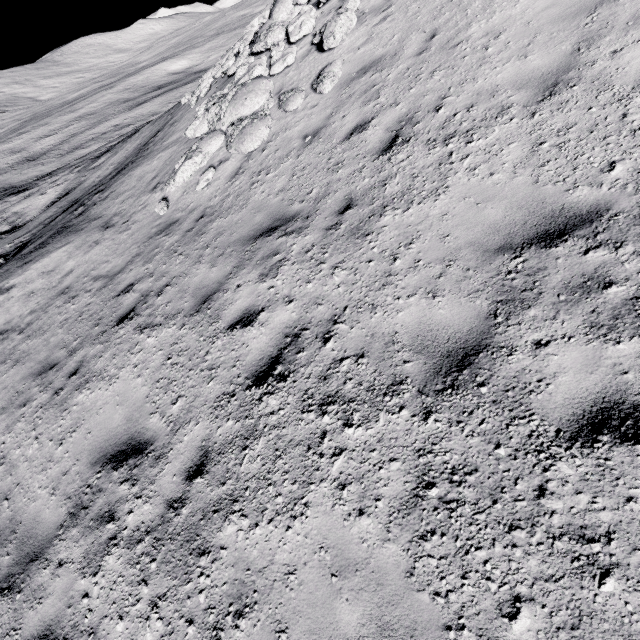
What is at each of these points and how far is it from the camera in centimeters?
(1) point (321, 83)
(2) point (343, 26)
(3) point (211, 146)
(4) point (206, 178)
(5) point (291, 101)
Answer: (1) stone, 729cm
(2) stone, 789cm
(3) stone, 902cm
(4) stone, 822cm
(5) stone, 769cm

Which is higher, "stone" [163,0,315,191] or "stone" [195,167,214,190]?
"stone" [163,0,315,191]

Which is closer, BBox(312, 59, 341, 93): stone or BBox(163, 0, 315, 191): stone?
BBox(312, 59, 341, 93): stone

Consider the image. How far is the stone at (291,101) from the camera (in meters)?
7.62

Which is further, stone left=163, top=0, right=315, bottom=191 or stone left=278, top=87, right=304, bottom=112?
stone left=163, top=0, right=315, bottom=191

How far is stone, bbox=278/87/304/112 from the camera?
7.62m
